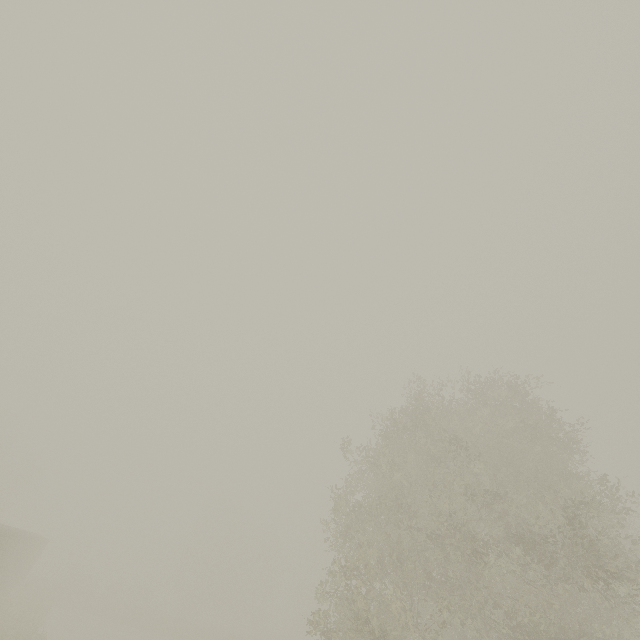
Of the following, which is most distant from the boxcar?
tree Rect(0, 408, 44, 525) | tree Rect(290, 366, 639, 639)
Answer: tree Rect(290, 366, 639, 639)

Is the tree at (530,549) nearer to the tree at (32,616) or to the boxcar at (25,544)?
the boxcar at (25,544)

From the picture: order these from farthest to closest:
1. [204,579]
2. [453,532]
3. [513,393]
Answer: [204,579], [513,393], [453,532]

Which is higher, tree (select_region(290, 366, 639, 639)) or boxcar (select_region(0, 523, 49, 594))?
tree (select_region(290, 366, 639, 639))

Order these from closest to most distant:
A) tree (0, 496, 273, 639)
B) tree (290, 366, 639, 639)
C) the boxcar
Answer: tree (290, 366, 639, 639) < the boxcar < tree (0, 496, 273, 639)

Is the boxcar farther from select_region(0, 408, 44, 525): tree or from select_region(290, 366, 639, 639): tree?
select_region(290, 366, 639, 639): tree

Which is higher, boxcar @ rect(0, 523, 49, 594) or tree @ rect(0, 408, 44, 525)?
tree @ rect(0, 408, 44, 525)
